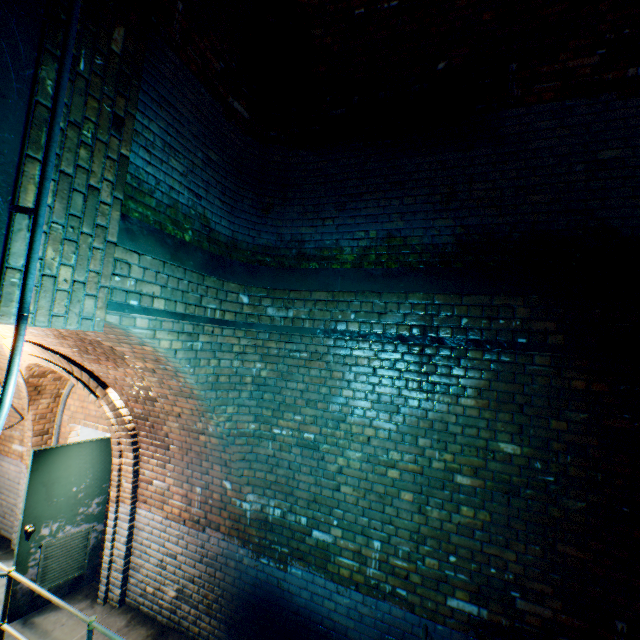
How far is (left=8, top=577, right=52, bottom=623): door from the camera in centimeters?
400cm

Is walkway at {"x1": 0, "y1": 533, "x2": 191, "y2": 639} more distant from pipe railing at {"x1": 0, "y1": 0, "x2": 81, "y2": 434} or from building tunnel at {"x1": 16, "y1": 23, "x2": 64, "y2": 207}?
pipe railing at {"x1": 0, "y1": 0, "x2": 81, "y2": 434}

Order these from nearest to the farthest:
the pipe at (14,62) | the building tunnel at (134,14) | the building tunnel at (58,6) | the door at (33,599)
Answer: the pipe at (14,62), the building tunnel at (58,6), the building tunnel at (134,14), the door at (33,599)

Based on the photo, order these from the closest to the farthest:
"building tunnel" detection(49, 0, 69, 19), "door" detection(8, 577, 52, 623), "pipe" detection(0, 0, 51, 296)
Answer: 1. "pipe" detection(0, 0, 51, 296)
2. "building tunnel" detection(49, 0, 69, 19)
3. "door" detection(8, 577, 52, 623)

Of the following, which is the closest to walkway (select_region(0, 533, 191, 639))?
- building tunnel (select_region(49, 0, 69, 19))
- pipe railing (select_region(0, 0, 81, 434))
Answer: building tunnel (select_region(49, 0, 69, 19))

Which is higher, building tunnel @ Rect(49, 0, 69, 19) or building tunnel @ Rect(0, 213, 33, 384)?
building tunnel @ Rect(49, 0, 69, 19)

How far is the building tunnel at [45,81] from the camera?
1.94m

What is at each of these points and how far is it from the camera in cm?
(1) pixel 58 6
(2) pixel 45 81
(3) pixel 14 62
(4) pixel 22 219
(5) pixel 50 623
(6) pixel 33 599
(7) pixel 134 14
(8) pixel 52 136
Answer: (1) building tunnel, 204
(2) building tunnel, 200
(3) pipe, 148
(4) building tunnel, 193
(5) walkway, 404
(6) door, 417
(7) building tunnel, 249
(8) pipe railing, 159
